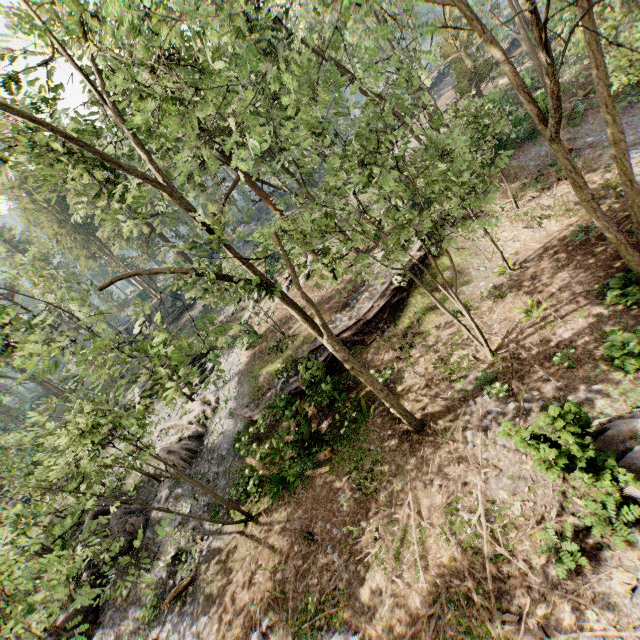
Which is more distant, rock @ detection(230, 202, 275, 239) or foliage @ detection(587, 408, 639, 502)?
rock @ detection(230, 202, 275, 239)

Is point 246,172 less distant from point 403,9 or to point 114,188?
point 114,188

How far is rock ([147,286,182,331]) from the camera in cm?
4428

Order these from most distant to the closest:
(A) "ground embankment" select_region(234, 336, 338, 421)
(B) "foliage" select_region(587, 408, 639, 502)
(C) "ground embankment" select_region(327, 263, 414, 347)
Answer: (C) "ground embankment" select_region(327, 263, 414, 347) → (A) "ground embankment" select_region(234, 336, 338, 421) → (B) "foliage" select_region(587, 408, 639, 502)

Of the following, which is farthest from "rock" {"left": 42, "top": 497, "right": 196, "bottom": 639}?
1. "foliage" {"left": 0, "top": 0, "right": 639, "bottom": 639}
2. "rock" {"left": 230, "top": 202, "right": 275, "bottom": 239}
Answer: "rock" {"left": 230, "top": 202, "right": 275, "bottom": 239}

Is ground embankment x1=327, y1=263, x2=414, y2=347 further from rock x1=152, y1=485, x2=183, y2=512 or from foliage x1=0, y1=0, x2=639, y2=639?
rock x1=152, y1=485, x2=183, y2=512

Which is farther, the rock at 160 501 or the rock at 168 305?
the rock at 168 305

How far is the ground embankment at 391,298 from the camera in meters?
17.9
